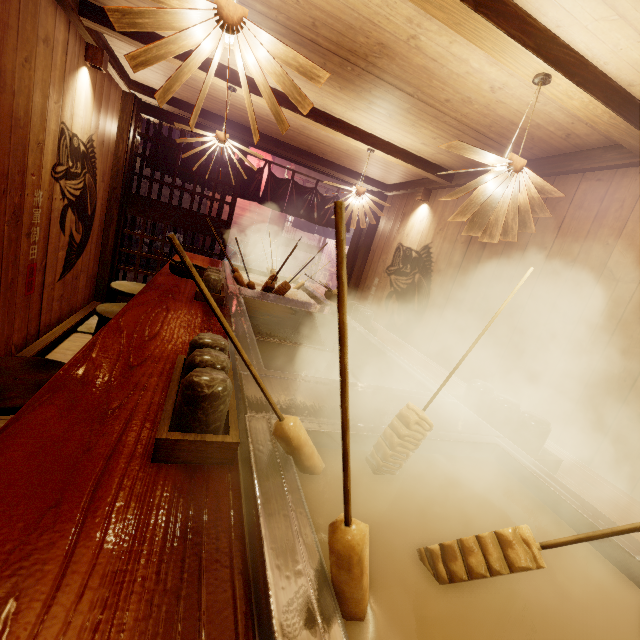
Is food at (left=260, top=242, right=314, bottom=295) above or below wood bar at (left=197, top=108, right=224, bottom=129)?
below

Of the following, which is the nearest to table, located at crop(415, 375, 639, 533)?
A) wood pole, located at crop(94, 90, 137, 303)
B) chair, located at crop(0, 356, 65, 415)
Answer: chair, located at crop(0, 356, 65, 415)

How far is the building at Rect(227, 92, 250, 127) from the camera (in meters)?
6.22

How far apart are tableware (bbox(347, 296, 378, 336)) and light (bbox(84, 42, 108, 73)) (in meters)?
5.56

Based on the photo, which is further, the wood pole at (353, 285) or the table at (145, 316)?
the wood pole at (353, 285)

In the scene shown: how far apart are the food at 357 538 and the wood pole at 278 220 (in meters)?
18.38

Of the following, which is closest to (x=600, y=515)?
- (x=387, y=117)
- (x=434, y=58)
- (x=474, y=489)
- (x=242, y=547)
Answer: (x=474, y=489)

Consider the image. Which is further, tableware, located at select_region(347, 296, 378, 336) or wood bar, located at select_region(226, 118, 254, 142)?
wood bar, located at select_region(226, 118, 254, 142)
